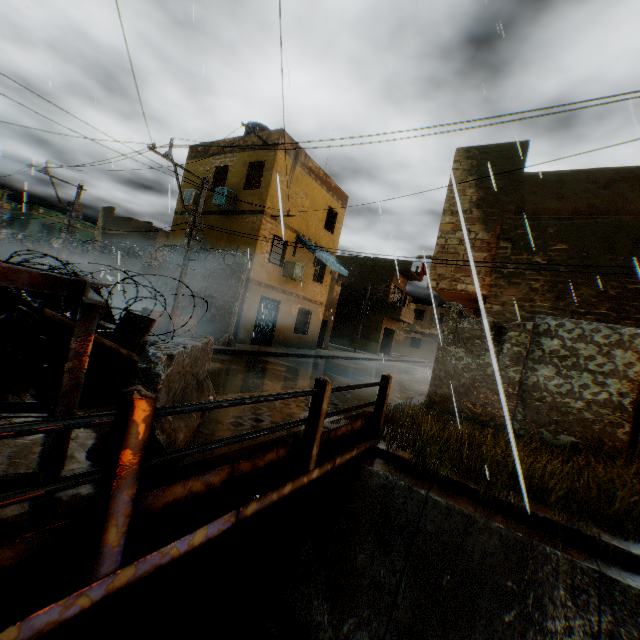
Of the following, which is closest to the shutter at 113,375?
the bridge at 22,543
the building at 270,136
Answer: the building at 270,136

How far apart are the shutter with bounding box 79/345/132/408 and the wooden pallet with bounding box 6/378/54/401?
0.26m

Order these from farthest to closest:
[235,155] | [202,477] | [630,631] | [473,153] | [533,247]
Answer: [235,155]
[473,153]
[533,247]
[630,631]
[202,477]

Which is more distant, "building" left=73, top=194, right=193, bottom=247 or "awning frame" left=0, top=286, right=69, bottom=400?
"building" left=73, top=194, right=193, bottom=247

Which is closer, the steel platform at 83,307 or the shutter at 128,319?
the steel platform at 83,307

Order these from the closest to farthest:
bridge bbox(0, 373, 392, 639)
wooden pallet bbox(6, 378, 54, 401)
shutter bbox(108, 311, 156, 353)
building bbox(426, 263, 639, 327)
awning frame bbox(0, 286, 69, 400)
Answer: bridge bbox(0, 373, 392, 639) → awning frame bbox(0, 286, 69, 400) → wooden pallet bbox(6, 378, 54, 401) → shutter bbox(108, 311, 156, 353) → building bbox(426, 263, 639, 327)

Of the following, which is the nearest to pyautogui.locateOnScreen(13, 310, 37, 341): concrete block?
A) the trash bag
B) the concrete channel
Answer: the trash bag

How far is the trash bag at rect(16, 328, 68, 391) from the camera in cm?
468
